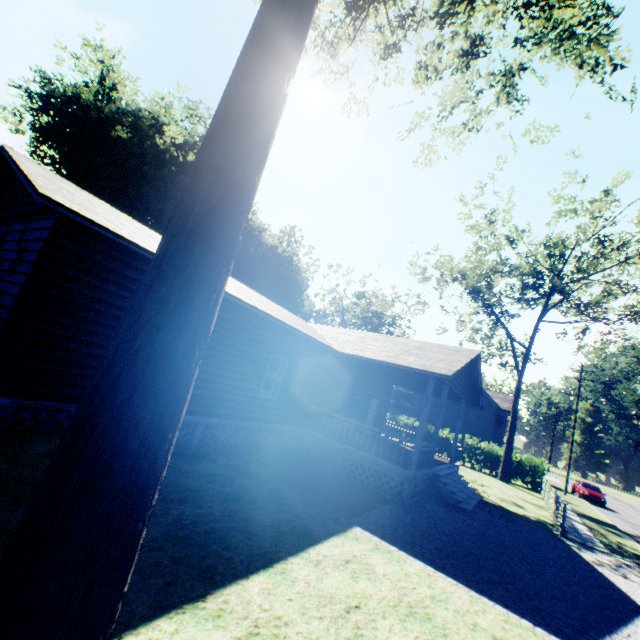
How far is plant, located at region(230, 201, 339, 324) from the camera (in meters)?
43.41

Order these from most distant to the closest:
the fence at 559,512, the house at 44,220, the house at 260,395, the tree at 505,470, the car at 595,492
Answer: the car at 595,492, the tree at 505,470, the fence at 559,512, the house at 260,395, the house at 44,220

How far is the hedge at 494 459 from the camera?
27.5 meters

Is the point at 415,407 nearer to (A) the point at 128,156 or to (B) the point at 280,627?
(A) the point at 128,156

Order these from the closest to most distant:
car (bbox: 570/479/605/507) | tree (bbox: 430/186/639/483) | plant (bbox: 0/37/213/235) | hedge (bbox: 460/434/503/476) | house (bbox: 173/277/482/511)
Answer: house (bbox: 173/277/482/511)
tree (bbox: 430/186/639/483)
plant (bbox: 0/37/213/235)
hedge (bbox: 460/434/503/476)
car (bbox: 570/479/605/507)

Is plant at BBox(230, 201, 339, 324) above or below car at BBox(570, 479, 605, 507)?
above

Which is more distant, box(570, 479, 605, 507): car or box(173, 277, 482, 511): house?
box(570, 479, 605, 507): car

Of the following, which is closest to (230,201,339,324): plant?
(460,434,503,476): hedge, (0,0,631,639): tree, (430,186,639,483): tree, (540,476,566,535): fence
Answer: (460,434,503,476): hedge
